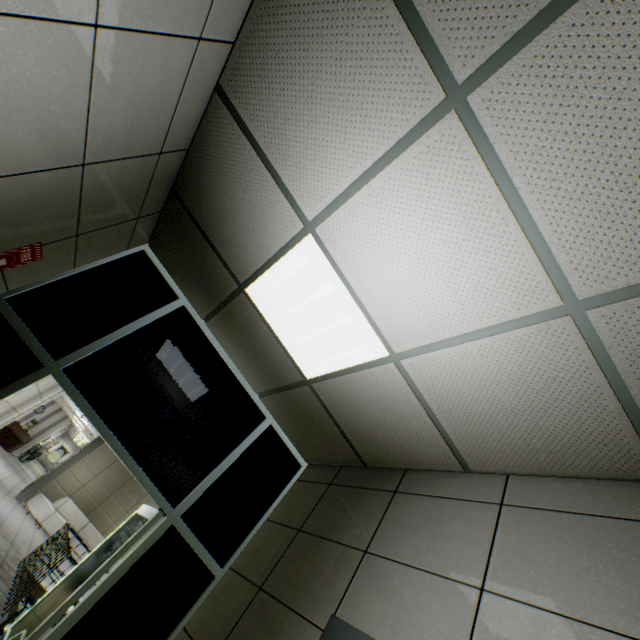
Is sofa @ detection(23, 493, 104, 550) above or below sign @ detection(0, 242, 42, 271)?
below

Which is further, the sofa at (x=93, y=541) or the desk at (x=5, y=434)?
the desk at (x=5, y=434)

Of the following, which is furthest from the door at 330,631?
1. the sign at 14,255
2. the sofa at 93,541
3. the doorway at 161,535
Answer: the sofa at 93,541

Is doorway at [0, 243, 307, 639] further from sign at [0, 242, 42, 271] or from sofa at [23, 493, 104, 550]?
sofa at [23, 493, 104, 550]

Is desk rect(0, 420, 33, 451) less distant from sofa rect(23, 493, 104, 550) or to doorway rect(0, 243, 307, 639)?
sofa rect(23, 493, 104, 550)

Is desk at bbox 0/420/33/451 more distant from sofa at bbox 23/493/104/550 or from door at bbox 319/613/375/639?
door at bbox 319/613/375/639

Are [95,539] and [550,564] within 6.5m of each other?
no

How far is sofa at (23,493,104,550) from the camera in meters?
11.4
